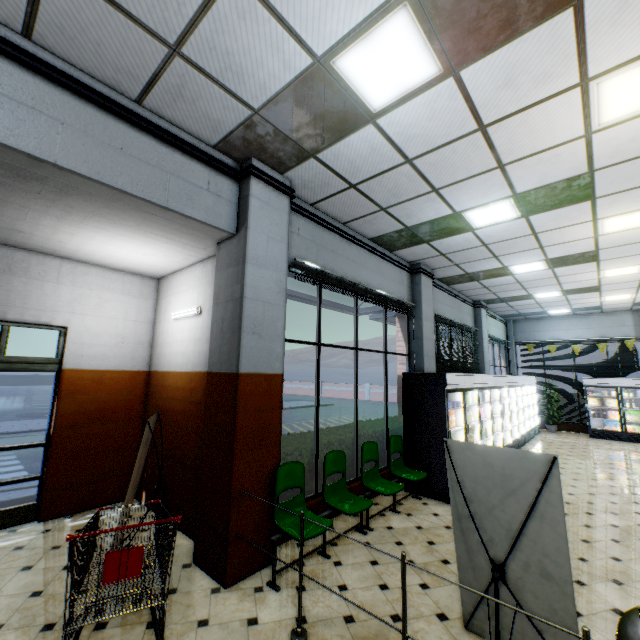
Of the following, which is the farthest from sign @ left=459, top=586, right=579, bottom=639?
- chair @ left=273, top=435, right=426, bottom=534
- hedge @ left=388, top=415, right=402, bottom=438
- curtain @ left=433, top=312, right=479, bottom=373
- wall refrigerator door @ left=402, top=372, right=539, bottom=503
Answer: curtain @ left=433, top=312, right=479, bottom=373

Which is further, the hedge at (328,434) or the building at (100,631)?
the hedge at (328,434)

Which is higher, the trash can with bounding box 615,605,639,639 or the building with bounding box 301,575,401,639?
the trash can with bounding box 615,605,639,639

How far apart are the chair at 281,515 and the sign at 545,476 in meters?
1.4

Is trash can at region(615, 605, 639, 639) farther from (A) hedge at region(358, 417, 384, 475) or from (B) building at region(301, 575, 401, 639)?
(A) hedge at region(358, 417, 384, 475)

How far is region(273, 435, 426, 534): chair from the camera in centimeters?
392cm

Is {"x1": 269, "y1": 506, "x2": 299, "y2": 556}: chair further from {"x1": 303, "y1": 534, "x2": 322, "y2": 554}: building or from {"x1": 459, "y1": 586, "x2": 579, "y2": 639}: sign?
{"x1": 459, "y1": 586, "x2": 579, "y2": 639}: sign

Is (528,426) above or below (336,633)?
above
